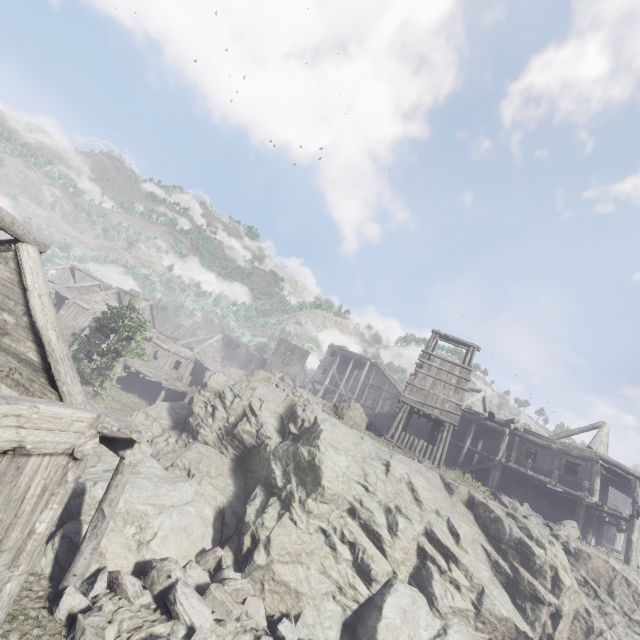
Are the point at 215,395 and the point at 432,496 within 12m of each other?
yes

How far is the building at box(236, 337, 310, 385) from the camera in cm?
5650

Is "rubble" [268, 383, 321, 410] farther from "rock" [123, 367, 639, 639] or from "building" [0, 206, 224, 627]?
"building" [0, 206, 224, 627]

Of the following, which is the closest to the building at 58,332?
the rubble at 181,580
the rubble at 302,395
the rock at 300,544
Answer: the rock at 300,544

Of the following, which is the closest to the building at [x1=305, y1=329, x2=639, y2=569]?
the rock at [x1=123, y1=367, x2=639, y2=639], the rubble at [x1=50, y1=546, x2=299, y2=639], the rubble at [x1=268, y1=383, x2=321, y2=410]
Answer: the rock at [x1=123, y1=367, x2=639, y2=639]

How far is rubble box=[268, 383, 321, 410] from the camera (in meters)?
18.11

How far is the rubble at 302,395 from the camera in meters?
18.1

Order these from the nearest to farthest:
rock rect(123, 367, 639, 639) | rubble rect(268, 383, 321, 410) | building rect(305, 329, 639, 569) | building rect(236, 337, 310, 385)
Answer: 1. rock rect(123, 367, 639, 639)
2. rubble rect(268, 383, 321, 410)
3. building rect(305, 329, 639, 569)
4. building rect(236, 337, 310, 385)
